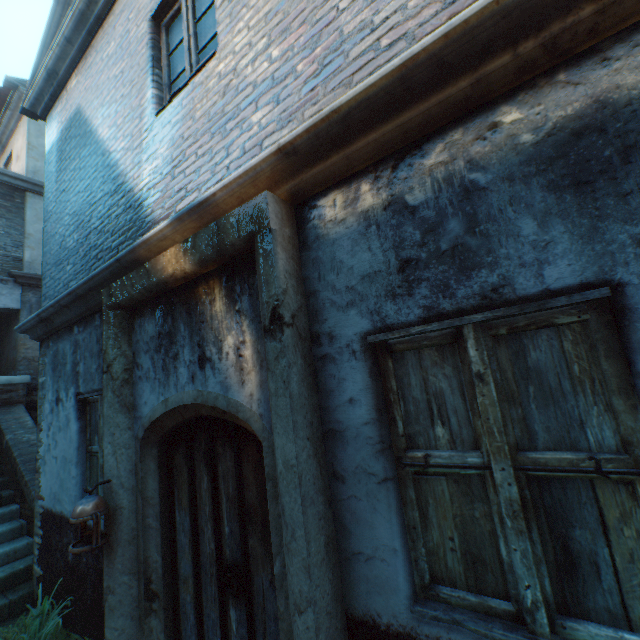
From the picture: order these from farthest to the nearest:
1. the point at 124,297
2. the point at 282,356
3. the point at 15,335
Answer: the point at 15,335 → the point at 124,297 → the point at 282,356

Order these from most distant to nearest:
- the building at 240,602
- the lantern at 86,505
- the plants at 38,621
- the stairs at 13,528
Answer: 1. the stairs at 13,528
2. the plants at 38,621
3. the lantern at 86,505
4. the building at 240,602

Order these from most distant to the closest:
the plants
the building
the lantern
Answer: the plants < the lantern < the building

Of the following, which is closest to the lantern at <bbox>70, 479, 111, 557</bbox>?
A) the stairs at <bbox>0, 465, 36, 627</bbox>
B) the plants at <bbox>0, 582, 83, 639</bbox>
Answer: the plants at <bbox>0, 582, 83, 639</bbox>

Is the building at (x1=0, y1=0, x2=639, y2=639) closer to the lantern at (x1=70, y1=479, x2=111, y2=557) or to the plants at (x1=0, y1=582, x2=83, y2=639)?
the plants at (x1=0, y1=582, x2=83, y2=639)

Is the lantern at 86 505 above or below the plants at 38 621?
above

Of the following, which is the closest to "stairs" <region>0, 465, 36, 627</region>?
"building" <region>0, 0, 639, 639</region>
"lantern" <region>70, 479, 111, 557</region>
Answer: "building" <region>0, 0, 639, 639</region>

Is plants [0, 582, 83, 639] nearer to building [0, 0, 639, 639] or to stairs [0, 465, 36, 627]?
stairs [0, 465, 36, 627]
